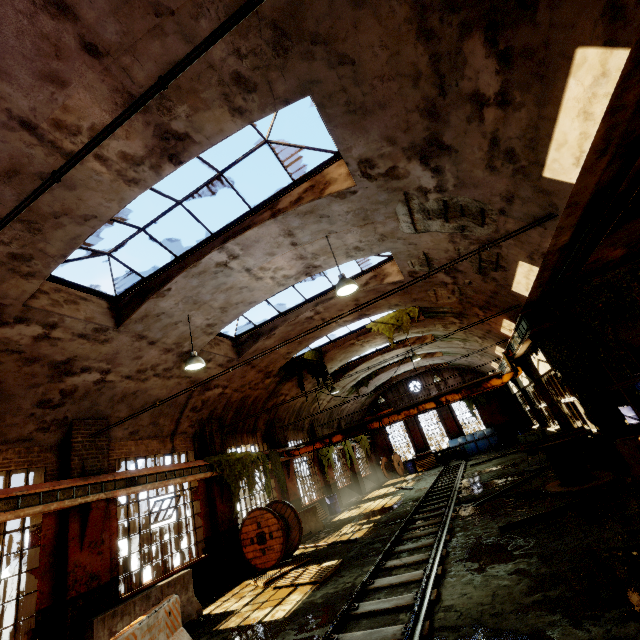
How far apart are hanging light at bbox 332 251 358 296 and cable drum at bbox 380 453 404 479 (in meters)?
24.34

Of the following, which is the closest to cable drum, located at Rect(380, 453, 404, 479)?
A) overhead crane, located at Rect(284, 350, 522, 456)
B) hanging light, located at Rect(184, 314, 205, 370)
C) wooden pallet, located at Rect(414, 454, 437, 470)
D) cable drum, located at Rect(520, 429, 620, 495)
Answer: wooden pallet, located at Rect(414, 454, 437, 470)

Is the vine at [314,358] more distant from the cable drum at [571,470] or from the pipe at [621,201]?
the pipe at [621,201]

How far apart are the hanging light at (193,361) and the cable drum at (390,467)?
23.4 meters

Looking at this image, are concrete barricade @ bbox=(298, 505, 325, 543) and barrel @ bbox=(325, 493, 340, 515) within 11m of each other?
yes

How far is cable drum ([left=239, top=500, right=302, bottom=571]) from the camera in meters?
10.8 m

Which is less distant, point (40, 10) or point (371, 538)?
point (40, 10)

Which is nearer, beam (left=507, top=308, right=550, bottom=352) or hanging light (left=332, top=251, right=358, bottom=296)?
hanging light (left=332, top=251, right=358, bottom=296)
